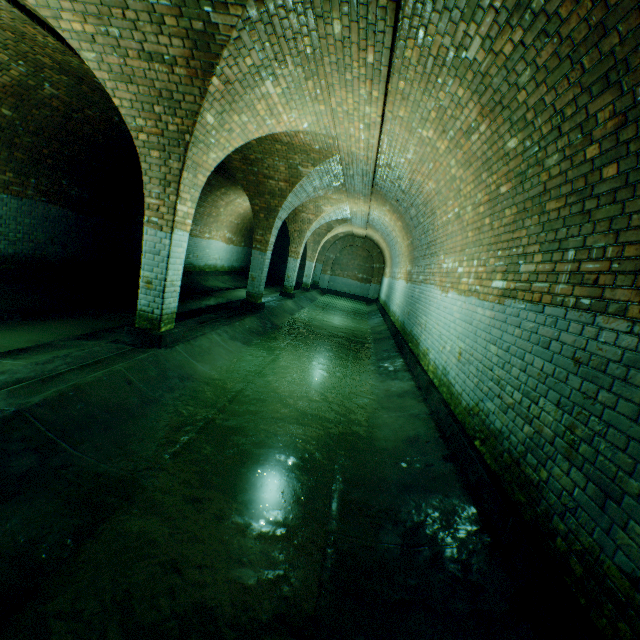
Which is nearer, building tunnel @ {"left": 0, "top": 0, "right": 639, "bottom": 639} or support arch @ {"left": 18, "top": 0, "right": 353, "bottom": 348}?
building tunnel @ {"left": 0, "top": 0, "right": 639, "bottom": 639}

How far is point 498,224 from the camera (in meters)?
3.99

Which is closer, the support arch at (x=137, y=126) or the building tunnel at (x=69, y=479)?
the building tunnel at (x=69, y=479)
